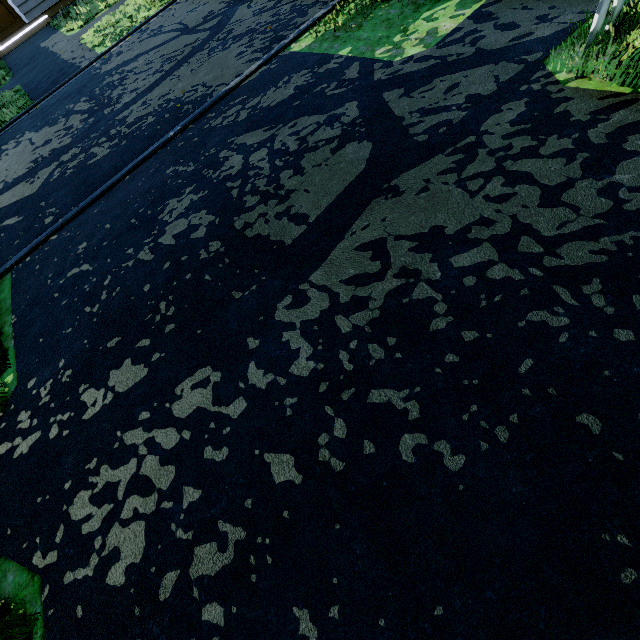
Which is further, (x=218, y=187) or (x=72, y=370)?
(x=218, y=187)
